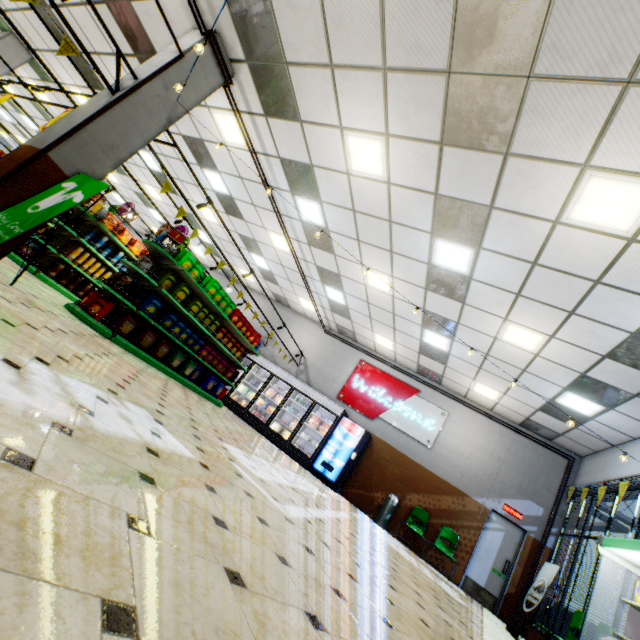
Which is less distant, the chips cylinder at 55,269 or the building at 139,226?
the chips cylinder at 55,269

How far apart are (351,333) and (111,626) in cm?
1214

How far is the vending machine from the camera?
10.0 meters

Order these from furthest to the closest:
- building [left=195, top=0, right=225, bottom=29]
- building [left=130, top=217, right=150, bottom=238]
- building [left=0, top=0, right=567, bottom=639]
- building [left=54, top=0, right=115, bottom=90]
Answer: building [left=130, top=217, right=150, bottom=238], building [left=54, top=0, right=115, bottom=90], building [left=195, top=0, right=225, bottom=29], building [left=0, top=0, right=567, bottom=639]

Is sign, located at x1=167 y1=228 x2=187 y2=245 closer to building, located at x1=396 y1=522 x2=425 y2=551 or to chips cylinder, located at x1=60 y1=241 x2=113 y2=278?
building, located at x1=396 y1=522 x2=425 y2=551

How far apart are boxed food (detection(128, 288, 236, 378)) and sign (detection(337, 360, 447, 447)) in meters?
5.9 m

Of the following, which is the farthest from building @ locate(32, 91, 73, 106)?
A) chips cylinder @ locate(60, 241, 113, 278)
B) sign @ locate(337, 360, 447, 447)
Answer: chips cylinder @ locate(60, 241, 113, 278)

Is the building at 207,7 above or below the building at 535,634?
above
